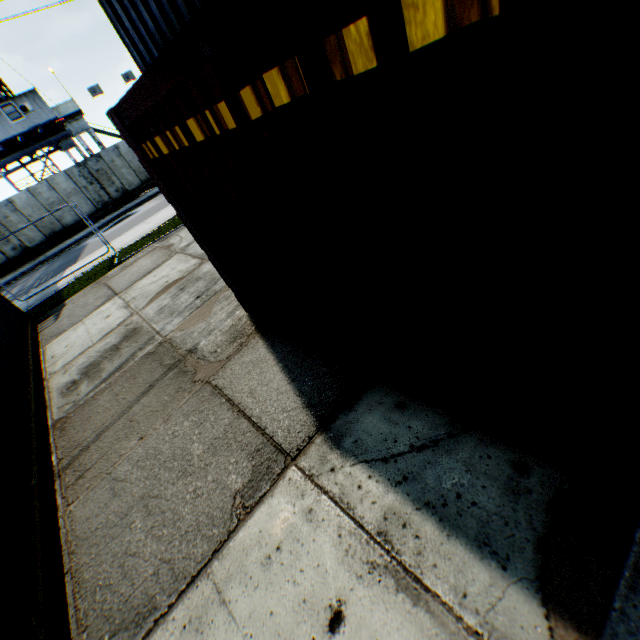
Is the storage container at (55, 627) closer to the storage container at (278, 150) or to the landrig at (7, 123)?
the storage container at (278, 150)

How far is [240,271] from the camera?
4.23m

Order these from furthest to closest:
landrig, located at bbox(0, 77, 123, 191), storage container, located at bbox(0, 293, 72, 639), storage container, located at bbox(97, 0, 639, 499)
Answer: landrig, located at bbox(0, 77, 123, 191), storage container, located at bbox(0, 293, 72, 639), storage container, located at bbox(97, 0, 639, 499)

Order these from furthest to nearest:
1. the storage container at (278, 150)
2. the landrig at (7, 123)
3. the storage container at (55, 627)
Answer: the landrig at (7, 123) → the storage container at (55, 627) → the storage container at (278, 150)

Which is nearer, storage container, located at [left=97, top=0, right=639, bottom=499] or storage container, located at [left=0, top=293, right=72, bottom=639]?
storage container, located at [left=97, top=0, right=639, bottom=499]

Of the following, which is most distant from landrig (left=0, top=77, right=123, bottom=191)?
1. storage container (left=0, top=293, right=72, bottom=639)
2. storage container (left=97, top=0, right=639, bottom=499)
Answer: storage container (left=97, top=0, right=639, bottom=499)
